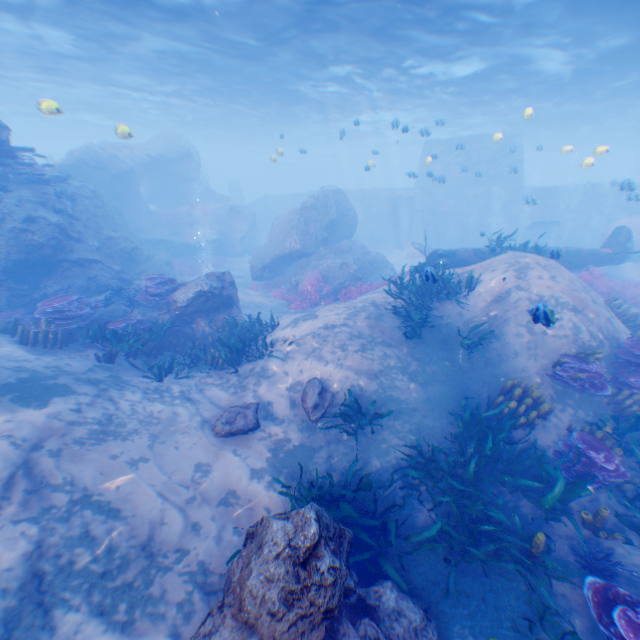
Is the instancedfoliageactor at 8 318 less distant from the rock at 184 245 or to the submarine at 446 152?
the rock at 184 245

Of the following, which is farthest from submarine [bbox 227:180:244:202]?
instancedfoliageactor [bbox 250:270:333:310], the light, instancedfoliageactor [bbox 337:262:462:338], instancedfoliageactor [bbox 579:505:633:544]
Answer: instancedfoliageactor [bbox 579:505:633:544]

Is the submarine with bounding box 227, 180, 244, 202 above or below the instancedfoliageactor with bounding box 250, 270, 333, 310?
above

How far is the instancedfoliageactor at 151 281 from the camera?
11.12m

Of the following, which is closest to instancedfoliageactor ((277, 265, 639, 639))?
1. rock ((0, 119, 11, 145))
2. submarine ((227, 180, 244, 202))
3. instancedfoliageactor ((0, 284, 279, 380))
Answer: rock ((0, 119, 11, 145))

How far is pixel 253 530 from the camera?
4.0 meters

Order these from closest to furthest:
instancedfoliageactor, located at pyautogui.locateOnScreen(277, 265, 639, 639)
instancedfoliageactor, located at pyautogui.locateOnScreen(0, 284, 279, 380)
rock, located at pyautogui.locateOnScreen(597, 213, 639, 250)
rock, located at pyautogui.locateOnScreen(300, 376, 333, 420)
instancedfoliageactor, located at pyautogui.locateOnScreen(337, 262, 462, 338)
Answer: instancedfoliageactor, located at pyautogui.locateOnScreen(277, 265, 639, 639) → rock, located at pyautogui.locateOnScreen(300, 376, 333, 420) → instancedfoliageactor, located at pyautogui.locateOnScreen(0, 284, 279, 380) → instancedfoliageactor, located at pyautogui.locateOnScreen(337, 262, 462, 338) → rock, located at pyautogui.locateOnScreen(597, 213, 639, 250)

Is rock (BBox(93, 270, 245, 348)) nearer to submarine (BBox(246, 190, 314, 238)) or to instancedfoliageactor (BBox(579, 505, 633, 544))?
submarine (BBox(246, 190, 314, 238))
